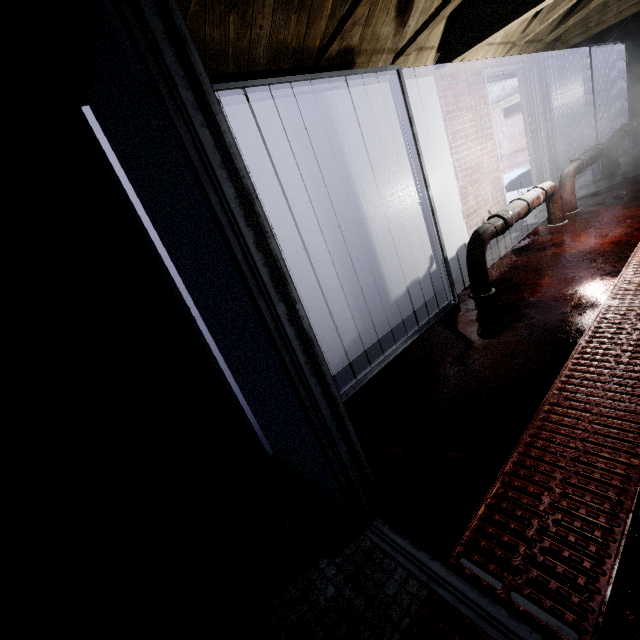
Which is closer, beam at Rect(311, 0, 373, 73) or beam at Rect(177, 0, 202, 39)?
beam at Rect(177, 0, 202, 39)

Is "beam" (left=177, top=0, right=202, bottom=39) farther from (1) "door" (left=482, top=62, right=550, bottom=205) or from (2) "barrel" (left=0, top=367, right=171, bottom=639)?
(1) "door" (left=482, top=62, right=550, bottom=205)

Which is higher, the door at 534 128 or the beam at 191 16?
the beam at 191 16

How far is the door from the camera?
3.97m

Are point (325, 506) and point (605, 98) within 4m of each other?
no

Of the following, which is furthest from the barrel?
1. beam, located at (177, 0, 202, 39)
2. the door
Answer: the door
